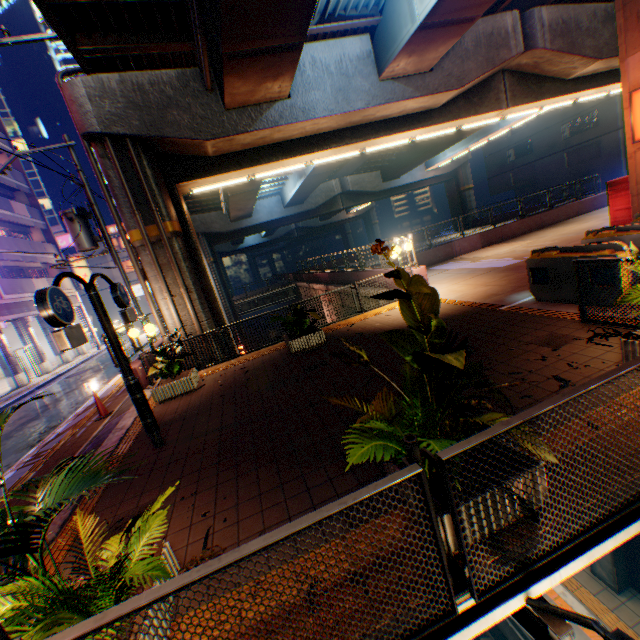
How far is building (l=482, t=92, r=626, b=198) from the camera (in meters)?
31.83

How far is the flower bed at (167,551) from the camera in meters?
2.9

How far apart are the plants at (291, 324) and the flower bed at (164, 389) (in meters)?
2.53

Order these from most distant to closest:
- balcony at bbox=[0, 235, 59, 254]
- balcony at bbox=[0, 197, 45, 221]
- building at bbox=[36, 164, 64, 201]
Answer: building at bbox=[36, 164, 64, 201] < balcony at bbox=[0, 197, 45, 221] < balcony at bbox=[0, 235, 59, 254]

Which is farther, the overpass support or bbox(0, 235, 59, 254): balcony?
bbox(0, 235, 59, 254): balcony

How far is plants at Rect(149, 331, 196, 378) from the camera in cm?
854

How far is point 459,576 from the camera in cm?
244

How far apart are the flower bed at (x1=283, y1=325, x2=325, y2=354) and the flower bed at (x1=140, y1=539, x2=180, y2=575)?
6.3 meters
